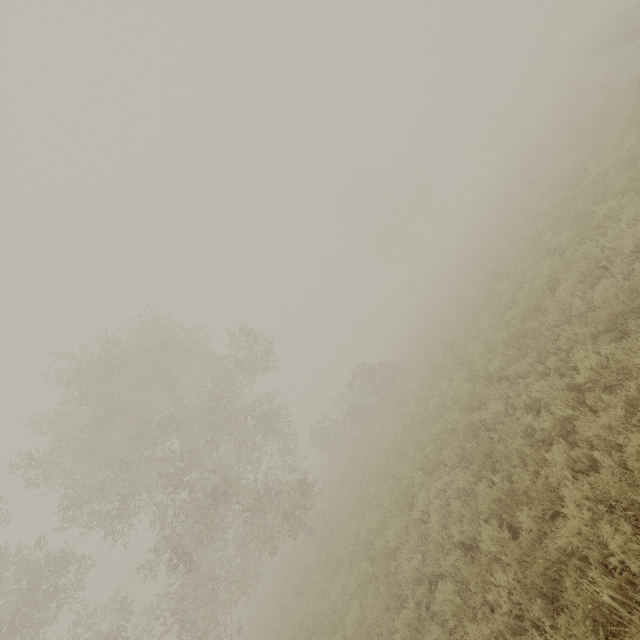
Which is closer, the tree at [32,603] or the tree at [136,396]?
the tree at [32,603]

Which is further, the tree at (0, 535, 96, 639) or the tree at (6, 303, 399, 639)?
the tree at (6, 303, 399, 639)

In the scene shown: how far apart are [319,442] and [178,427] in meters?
12.7 m
